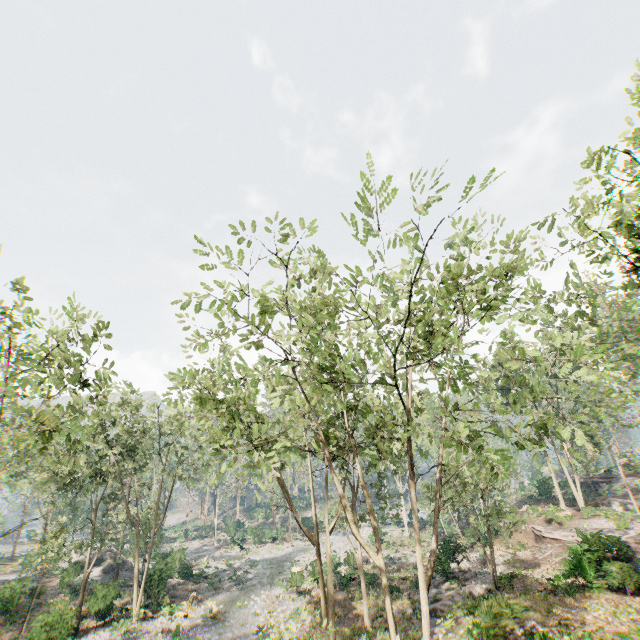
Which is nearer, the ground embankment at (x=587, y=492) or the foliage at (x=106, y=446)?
the foliage at (x=106, y=446)

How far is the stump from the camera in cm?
2525

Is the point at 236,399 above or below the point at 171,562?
above

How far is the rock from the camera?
39.5 meters

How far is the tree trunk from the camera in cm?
2872

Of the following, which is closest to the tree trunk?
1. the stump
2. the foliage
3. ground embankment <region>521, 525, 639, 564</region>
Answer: the foliage

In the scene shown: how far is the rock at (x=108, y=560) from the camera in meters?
39.5

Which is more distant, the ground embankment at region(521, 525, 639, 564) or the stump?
the stump
